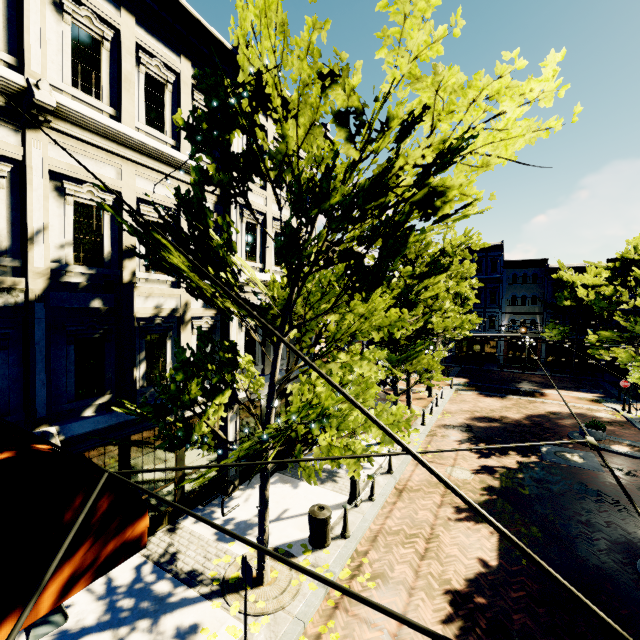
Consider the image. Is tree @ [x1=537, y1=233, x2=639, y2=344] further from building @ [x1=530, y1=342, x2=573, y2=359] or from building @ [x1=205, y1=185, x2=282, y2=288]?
building @ [x1=205, y1=185, x2=282, y2=288]

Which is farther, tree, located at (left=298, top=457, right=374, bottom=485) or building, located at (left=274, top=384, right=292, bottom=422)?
building, located at (left=274, top=384, right=292, bottom=422)

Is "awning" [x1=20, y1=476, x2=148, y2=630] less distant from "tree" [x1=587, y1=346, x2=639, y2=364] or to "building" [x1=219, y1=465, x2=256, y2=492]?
"building" [x1=219, y1=465, x2=256, y2=492]

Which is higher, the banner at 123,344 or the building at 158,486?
the banner at 123,344

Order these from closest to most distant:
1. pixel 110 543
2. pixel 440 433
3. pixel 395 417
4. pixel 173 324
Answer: pixel 110 543, pixel 395 417, pixel 173 324, pixel 440 433

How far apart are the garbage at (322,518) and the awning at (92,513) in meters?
4.9 m

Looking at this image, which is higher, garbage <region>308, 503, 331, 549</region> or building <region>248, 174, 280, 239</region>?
building <region>248, 174, 280, 239</region>
